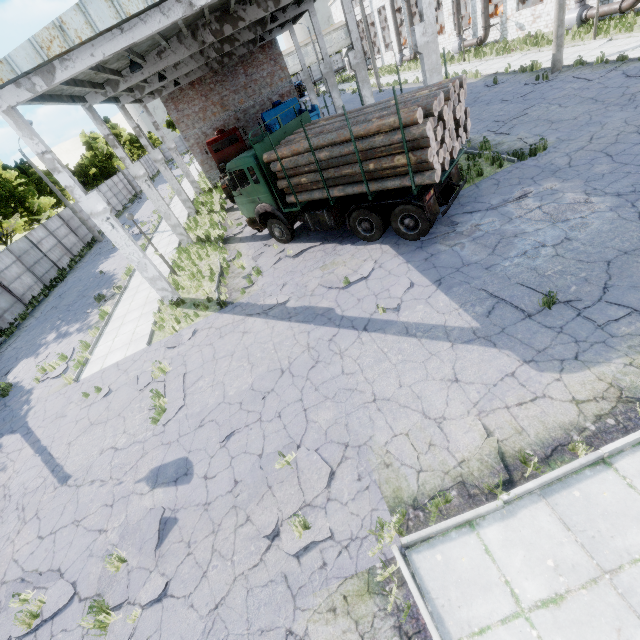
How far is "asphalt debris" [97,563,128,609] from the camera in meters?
5.4

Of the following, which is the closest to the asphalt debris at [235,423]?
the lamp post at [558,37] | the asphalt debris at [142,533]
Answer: the asphalt debris at [142,533]

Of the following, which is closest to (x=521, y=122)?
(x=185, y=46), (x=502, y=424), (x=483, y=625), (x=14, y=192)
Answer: (x=502, y=424)

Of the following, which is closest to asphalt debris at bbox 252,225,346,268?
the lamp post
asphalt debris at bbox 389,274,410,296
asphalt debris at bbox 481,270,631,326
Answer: asphalt debris at bbox 389,274,410,296

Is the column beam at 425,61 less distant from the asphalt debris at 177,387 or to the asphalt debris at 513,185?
the asphalt debris at 513,185

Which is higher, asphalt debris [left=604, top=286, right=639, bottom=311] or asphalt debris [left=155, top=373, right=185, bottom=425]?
asphalt debris [left=155, top=373, right=185, bottom=425]

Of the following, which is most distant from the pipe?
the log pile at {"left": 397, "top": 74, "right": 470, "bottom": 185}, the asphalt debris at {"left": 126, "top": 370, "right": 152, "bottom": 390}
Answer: the asphalt debris at {"left": 126, "top": 370, "right": 152, "bottom": 390}

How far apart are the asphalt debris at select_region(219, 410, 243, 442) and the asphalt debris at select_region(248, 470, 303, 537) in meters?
1.0 m
